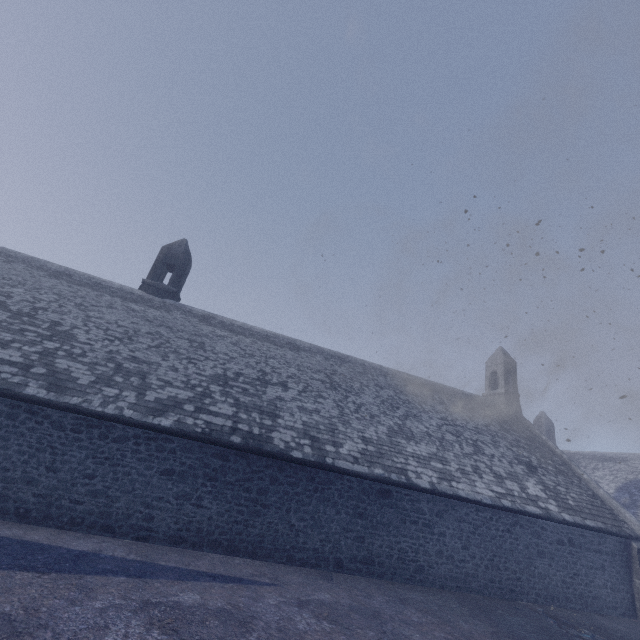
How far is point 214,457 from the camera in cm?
979
